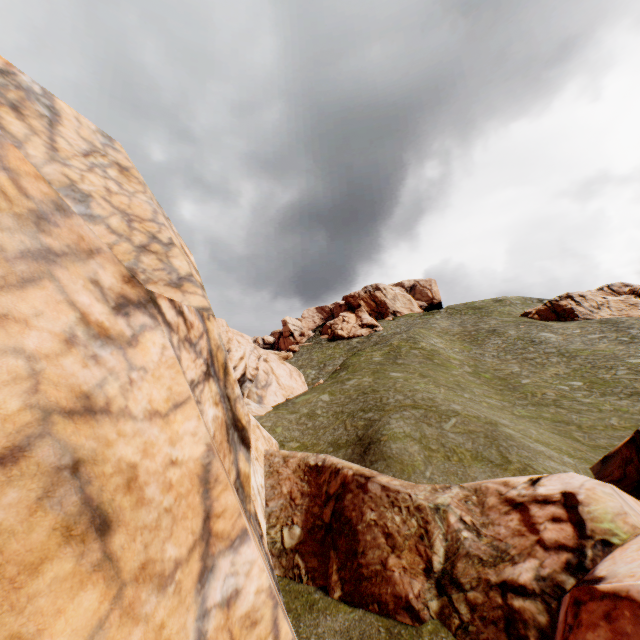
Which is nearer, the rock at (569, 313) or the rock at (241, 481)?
the rock at (241, 481)

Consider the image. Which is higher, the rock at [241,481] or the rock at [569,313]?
the rock at [569,313]

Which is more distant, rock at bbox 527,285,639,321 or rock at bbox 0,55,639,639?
rock at bbox 527,285,639,321

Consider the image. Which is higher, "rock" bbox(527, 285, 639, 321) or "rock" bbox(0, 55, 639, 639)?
"rock" bbox(527, 285, 639, 321)

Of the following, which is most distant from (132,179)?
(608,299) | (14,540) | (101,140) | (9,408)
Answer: (608,299)
